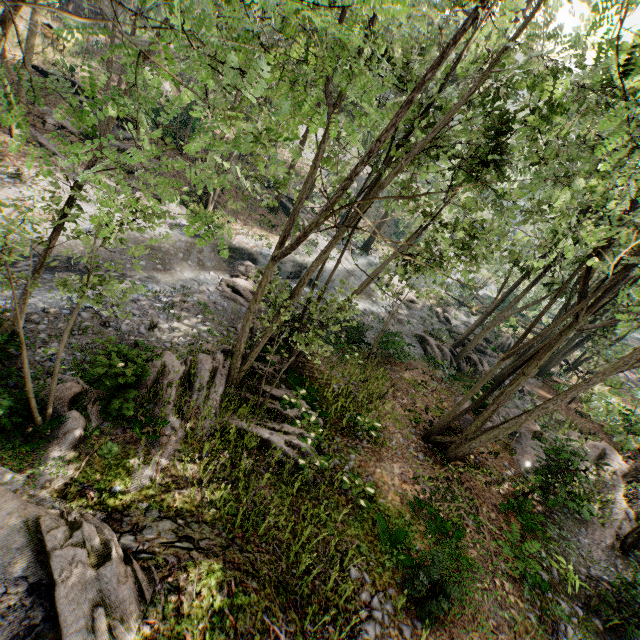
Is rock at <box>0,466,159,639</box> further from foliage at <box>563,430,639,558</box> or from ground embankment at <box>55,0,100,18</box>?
ground embankment at <box>55,0,100,18</box>

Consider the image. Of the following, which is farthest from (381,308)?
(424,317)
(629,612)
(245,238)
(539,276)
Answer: (629,612)

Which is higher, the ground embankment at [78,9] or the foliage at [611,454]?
the ground embankment at [78,9]

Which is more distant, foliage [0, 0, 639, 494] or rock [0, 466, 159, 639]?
rock [0, 466, 159, 639]

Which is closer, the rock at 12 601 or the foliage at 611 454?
the rock at 12 601

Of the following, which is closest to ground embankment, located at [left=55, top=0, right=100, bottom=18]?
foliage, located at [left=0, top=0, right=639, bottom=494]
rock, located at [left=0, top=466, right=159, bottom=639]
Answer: foliage, located at [left=0, top=0, right=639, bottom=494]
